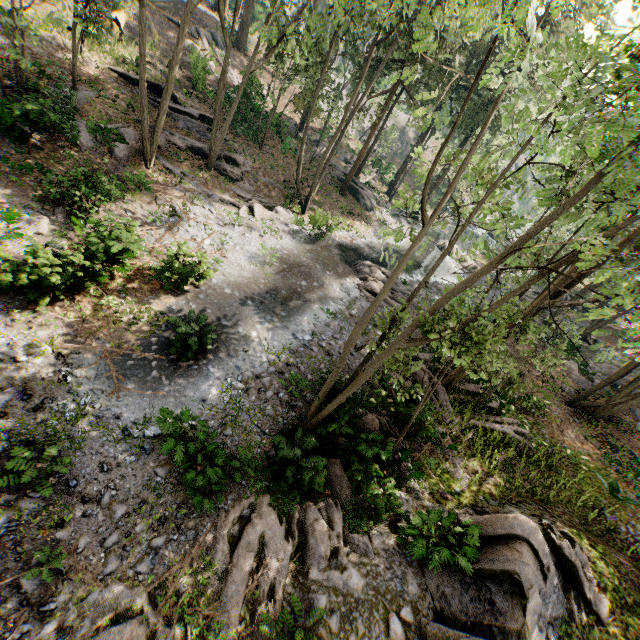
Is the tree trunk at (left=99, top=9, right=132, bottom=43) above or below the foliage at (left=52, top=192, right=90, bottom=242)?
A: above

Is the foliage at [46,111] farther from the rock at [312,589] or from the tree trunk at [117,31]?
the tree trunk at [117,31]

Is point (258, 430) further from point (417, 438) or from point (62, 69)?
point (62, 69)

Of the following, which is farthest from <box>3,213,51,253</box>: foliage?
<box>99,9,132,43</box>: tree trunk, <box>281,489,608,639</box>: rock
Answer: <box>99,9,132,43</box>: tree trunk

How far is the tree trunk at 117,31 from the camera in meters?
22.3

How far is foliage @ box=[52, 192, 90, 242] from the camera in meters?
12.9 m

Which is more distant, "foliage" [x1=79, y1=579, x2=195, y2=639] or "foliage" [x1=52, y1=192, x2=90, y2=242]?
"foliage" [x1=52, y1=192, x2=90, y2=242]
